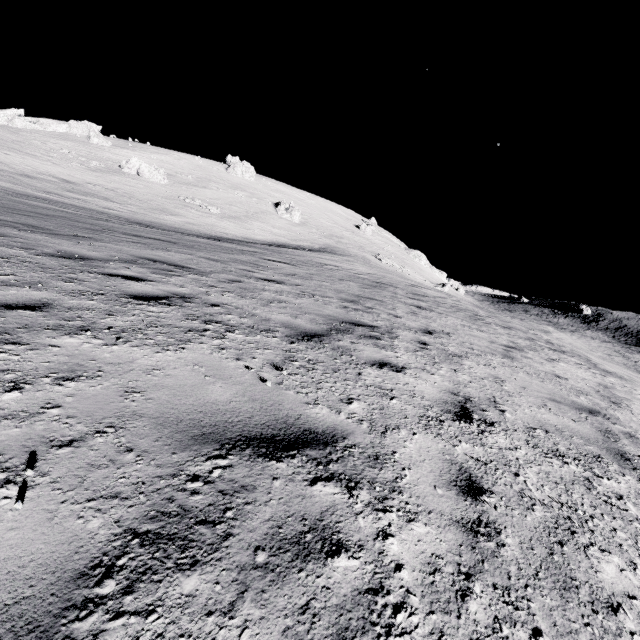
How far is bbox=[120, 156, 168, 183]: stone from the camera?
50.0m

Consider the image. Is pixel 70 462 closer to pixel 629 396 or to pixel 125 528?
pixel 125 528

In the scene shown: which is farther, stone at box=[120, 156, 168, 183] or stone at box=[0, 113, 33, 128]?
stone at box=[0, 113, 33, 128]

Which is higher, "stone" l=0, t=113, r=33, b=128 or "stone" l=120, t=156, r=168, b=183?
"stone" l=0, t=113, r=33, b=128

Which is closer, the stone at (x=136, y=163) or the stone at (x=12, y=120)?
the stone at (x=136, y=163)

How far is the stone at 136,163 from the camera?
50.0 meters
